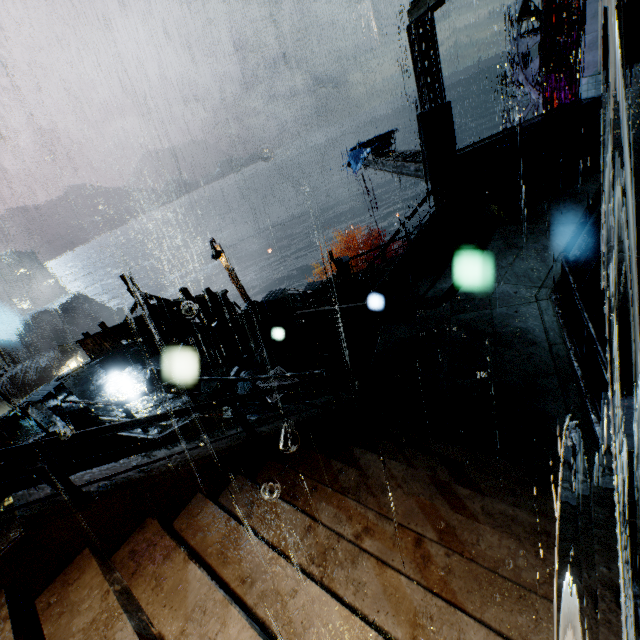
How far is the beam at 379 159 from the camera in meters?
14.0 m

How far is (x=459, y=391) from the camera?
6.9m

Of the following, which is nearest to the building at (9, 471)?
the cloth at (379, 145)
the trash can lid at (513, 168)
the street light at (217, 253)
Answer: the street light at (217, 253)

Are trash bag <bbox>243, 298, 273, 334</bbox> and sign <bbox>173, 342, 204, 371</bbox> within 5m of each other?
yes

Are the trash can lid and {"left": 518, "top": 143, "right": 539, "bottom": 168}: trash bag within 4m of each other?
yes

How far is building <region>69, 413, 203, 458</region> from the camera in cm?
957

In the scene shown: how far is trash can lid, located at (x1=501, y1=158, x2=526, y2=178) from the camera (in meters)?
11.53

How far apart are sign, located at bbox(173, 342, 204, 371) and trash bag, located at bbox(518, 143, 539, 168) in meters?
13.5
